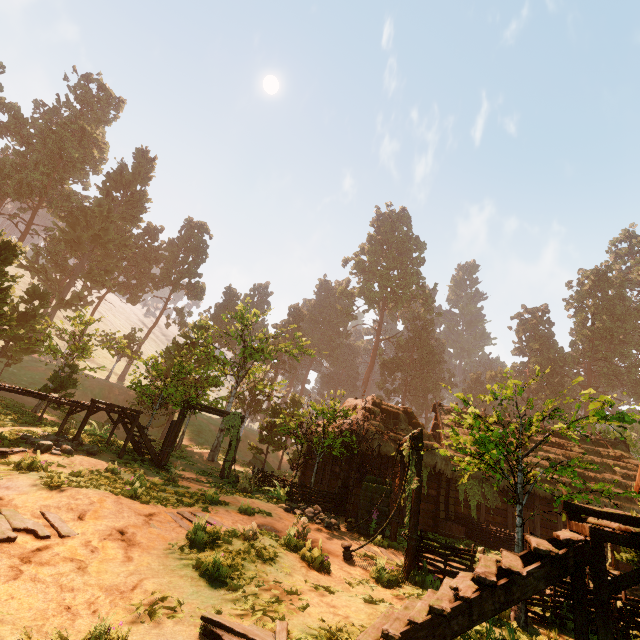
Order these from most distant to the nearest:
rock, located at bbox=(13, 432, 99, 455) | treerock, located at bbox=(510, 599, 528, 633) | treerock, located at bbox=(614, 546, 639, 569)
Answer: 1. rock, located at bbox=(13, 432, 99, 455)
2. treerock, located at bbox=(614, 546, 639, 569)
3. treerock, located at bbox=(510, 599, 528, 633)

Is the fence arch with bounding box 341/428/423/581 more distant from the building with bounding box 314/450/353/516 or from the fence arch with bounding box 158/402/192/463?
the fence arch with bounding box 158/402/192/463

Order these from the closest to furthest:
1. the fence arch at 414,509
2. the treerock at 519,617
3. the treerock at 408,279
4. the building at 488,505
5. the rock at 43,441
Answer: the treerock at 519,617, the fence arch at 414,509, the rock at 43,441, the building at 488,505, the treerock at 408,279

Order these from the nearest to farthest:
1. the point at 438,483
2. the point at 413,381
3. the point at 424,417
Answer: the point at 438,483
the point at 413,381
the point at 424,417

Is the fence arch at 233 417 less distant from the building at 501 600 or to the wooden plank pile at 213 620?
the building at 501 600

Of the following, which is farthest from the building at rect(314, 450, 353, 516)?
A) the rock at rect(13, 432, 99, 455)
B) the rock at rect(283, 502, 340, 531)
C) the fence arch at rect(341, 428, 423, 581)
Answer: the fence arch at rect(341, 428, 423, 581)

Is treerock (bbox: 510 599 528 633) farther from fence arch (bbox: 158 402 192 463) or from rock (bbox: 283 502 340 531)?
rock (bbox: 283 502 340 531)

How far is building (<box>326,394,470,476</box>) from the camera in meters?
16.8 m
